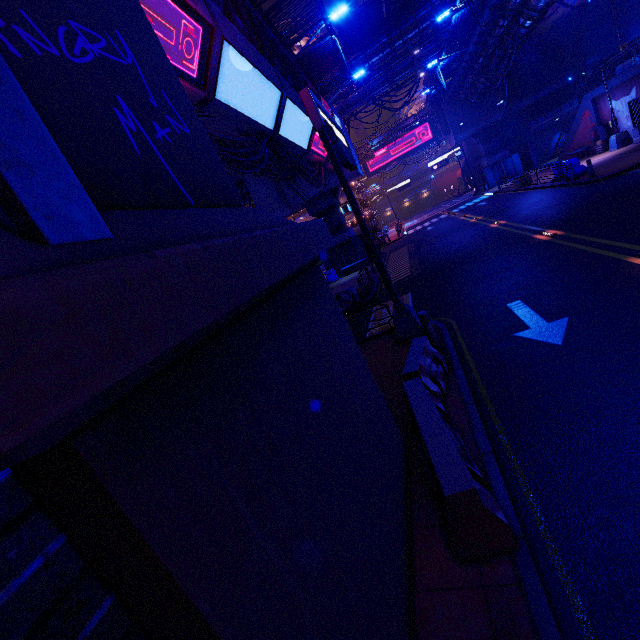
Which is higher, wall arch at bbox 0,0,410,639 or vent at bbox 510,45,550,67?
vent at bbox 510,45,550,67

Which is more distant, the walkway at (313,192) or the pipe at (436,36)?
the pipe at (436,36)

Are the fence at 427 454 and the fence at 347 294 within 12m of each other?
yes

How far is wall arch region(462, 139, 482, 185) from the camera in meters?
57.3 m

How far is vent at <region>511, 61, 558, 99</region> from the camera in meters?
37.0 m

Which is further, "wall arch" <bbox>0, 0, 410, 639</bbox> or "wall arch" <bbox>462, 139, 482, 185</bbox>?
"wall arch" <bbox>462, 139, 482, 185</bbox>

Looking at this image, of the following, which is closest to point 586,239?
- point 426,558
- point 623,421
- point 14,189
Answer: point 623,421

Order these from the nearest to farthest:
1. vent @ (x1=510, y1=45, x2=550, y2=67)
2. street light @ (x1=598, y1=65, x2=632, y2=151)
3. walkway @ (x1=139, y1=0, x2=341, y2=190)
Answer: walkway @ (x1=139, y1=0, x2=341, y2=190), street light @ (x1=598, y1=65, x2=632, y2=151), vent @ (x1=510, y1=45, x2=550, y2=67)
